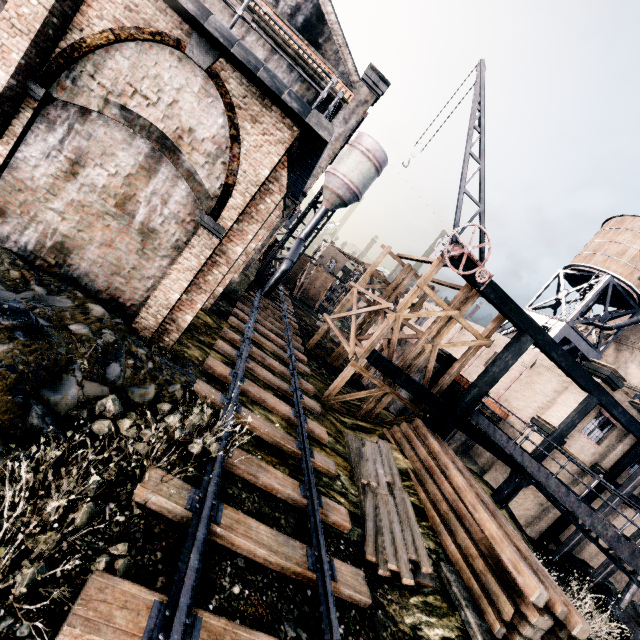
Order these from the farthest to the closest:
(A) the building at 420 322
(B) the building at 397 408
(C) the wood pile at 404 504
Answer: (A) the building at 420 322, (B) the building at 397 408, (C) the wood pile at 404 504

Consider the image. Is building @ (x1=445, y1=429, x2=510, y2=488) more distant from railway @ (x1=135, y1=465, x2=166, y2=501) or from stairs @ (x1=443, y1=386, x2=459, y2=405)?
railway @ (x1=135, y1=465, x2=166, y2=501)

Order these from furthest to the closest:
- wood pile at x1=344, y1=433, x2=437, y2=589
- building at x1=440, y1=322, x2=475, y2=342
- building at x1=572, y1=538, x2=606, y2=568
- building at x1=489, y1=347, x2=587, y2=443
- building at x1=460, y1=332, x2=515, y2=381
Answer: building at x1=440, y1=322, x2=475, y2=342
building at x1=460, y1=332, x2=515, y2=381
building at x1=572, y1=538, x2=606, y2=568
building at x1=489, y1=347, x2=587, y2=443
wood pile at x1=344, y1=433, x2=437, y2=589

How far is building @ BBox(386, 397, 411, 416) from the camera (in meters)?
20.53

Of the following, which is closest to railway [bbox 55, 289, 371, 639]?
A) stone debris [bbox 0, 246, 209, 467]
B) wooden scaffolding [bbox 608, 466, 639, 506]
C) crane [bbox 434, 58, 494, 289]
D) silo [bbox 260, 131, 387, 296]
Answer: stone debris [bbox 0, 246, 209, 467]

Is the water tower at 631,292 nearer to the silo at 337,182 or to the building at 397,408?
the building at 397,408

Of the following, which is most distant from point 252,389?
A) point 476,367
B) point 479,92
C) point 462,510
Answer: point 476,367

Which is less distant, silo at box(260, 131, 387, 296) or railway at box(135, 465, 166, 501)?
railway at box(135, 465, 166, 501)
